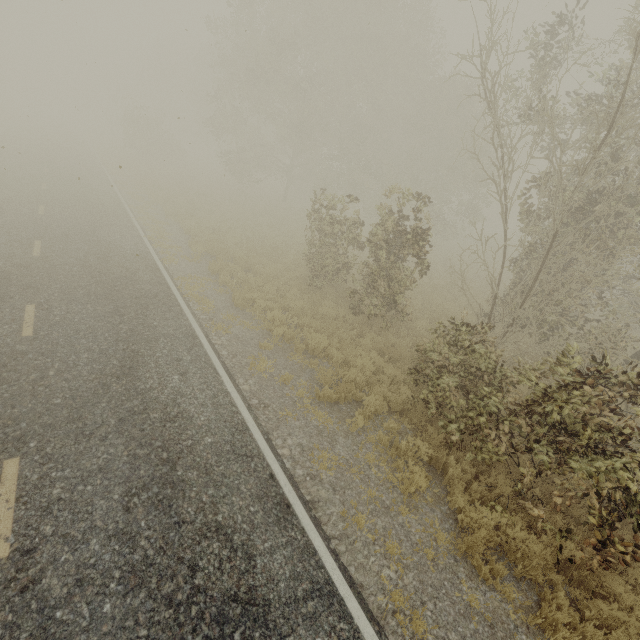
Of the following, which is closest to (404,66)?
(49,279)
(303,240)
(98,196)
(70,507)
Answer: (303,240)
